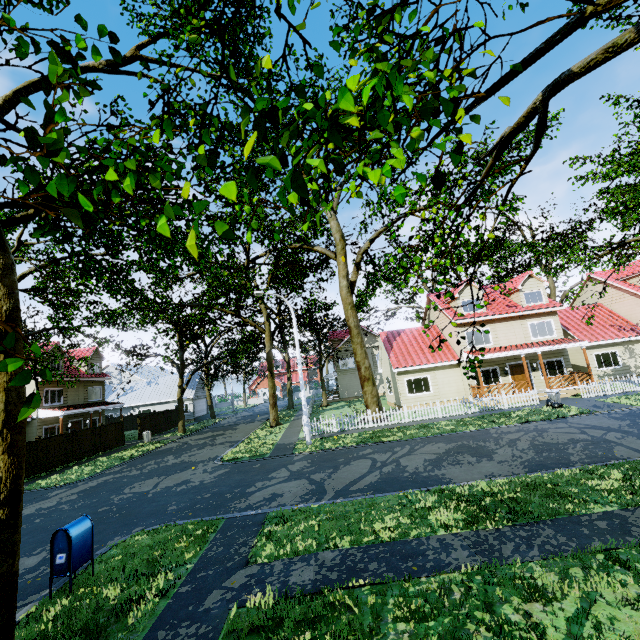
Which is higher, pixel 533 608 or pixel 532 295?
pixel 532 295

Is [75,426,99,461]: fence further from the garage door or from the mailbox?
the mailbox

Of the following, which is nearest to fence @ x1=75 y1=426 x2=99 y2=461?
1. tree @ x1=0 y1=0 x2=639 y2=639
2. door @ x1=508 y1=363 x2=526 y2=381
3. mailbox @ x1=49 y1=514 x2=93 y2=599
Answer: tree @ x1=0 y1=0 x2=639 y2=639

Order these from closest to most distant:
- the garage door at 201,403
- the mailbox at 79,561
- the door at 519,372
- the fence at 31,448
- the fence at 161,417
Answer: the mailbox at 79,561 → the fence at 31,448 → the door at 519,372 → the fence at 161,417 → the garage door at 201,403

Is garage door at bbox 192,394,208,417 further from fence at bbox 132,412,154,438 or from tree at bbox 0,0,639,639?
fence at bbox 132,412,154,438

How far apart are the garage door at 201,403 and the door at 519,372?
37.1m

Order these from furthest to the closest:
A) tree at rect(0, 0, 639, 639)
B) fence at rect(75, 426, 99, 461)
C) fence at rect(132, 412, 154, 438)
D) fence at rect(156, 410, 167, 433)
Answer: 1. fence at rect(156, 410, 167, 433)
2. fence at rect(132, 412, 154, 438)
3. fence at rect(75, 426, 99, 461)
4. tree at rect(0, 0, 639, 639)
